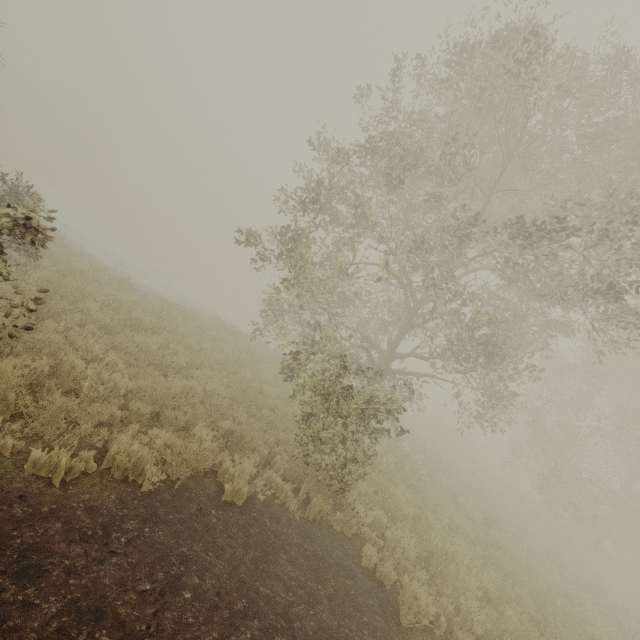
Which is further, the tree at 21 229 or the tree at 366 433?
the tree at 366 433

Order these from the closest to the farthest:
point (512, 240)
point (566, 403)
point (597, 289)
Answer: point (597, 289) < point (512, 240) < point (566, 403)

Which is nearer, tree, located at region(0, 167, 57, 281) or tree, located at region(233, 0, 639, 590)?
tree, located at region(0, 167, 57, 281)
